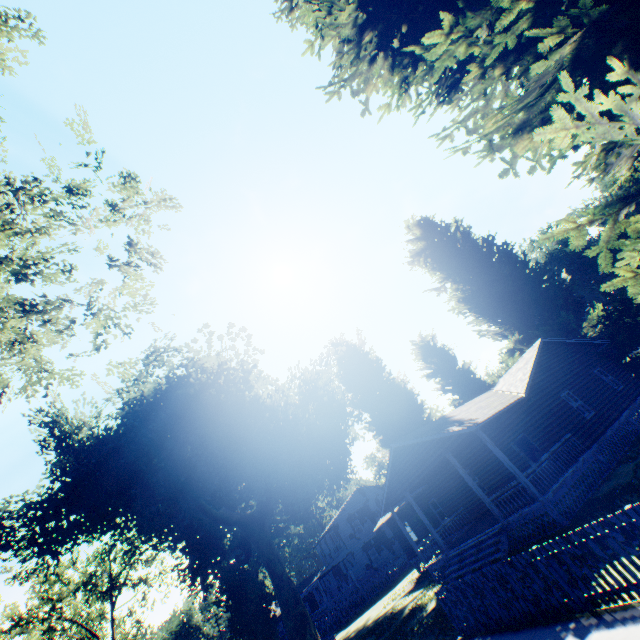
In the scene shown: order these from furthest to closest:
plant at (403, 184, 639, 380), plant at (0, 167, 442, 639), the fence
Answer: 1. plant at (0, 167, 442, 639)
2. the fence
3. plant at (403, 184, 639, 380)

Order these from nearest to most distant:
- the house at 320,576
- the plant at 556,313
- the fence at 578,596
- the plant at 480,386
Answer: the plant at 556,313 < the fence at 578,596 < the house at 320,576 < the plant at 480,386

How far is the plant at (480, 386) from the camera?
33.2m

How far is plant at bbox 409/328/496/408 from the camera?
33.2 meters

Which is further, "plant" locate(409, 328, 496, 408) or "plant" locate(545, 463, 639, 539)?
"plant" locate(409, 328, 496, 408)

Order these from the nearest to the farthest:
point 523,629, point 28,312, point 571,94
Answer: point 571,94 < point 28,312 < point 523,629

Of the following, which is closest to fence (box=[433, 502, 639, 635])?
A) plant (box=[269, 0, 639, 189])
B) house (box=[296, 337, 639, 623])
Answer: plant (box=[269, 0, 639, 189])
